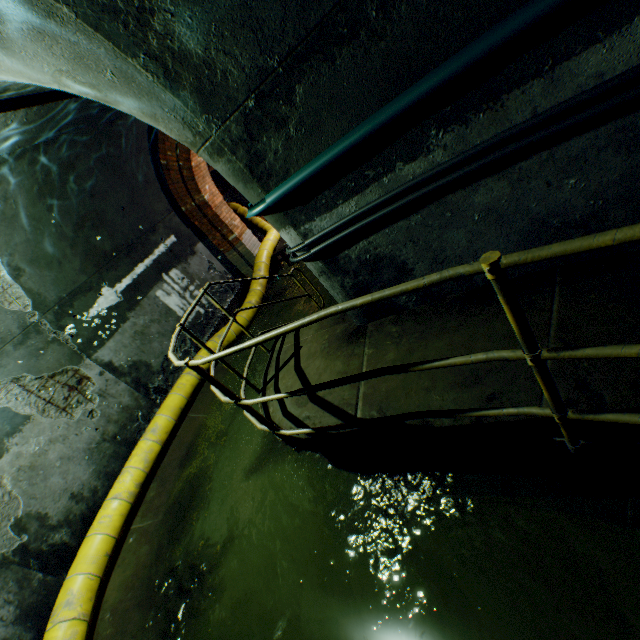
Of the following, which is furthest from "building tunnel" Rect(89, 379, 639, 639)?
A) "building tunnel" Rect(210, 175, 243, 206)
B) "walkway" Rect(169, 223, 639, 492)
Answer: "building tunnel" Rect(210, 175, 243, 206)

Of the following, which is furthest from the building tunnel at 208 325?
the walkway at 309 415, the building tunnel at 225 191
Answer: the building tunnel at 225 191

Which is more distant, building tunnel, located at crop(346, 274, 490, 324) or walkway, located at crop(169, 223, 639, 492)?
building tunnel, located at crop(346, 274, 490, 324)

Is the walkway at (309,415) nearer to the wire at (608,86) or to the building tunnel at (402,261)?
the building tunnel at (402,261)

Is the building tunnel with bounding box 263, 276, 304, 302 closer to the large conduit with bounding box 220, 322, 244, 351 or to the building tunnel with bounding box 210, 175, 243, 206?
the large conduit with bounding box 220, 322, 244, 351

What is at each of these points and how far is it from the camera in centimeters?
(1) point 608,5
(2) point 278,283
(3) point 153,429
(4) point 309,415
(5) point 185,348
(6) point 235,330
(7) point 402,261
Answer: (1) building tunnel, 146cm
(2) building tunnel, 905cm
(3) large conduit, 554cm
(4) walkway, 305cm
(5) building tunnel, 709cm
(6) large conduit, 744cm
(7) building tunnel, 289cm

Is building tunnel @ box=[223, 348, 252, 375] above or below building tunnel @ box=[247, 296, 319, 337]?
above

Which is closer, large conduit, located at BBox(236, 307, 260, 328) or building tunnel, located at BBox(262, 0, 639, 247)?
building tunnel, located at BBox(262, 0, 639, 247)
